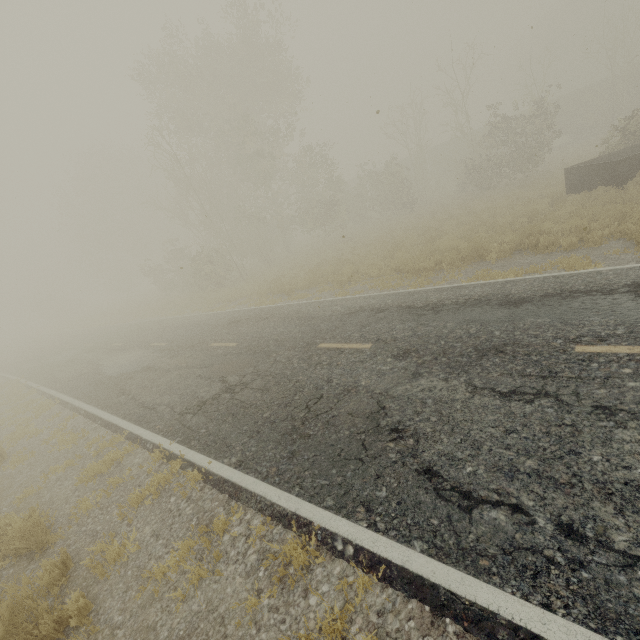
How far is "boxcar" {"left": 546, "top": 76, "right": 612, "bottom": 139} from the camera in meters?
31.9

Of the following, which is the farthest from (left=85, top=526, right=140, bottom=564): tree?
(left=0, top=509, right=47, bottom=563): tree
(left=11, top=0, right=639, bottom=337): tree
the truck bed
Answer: (left=11, top=0, right=639, bottom=337): tree

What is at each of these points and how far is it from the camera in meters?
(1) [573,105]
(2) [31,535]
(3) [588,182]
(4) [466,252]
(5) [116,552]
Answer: (1) boxcar, 33.3 m
(2) tree, 4.9 m
(3) truck bed, 13.6 m
(4) tree, 10.8 m
(5) tree, 4.3 m

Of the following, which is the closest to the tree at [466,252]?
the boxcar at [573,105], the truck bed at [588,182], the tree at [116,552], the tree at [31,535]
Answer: the truck bed at [588,182]

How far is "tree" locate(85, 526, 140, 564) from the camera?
4.3m

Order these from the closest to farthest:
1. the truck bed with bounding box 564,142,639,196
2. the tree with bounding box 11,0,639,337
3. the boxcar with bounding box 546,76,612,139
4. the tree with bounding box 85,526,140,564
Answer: the tree with bounding box 85,526,140,564
the truck bed with bounding box 564,142,639,196
the tree with bounding box 11,0,639,337
the boxcar with bounding box 546,76,612,139

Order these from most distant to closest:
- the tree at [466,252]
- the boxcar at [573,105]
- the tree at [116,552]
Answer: the boxcar at [573,105] < the tree at [466,252] < the tree at [116,552]

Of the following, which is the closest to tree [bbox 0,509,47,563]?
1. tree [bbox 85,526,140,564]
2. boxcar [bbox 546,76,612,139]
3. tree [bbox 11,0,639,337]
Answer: tree [bbox 85,526,140,564]
